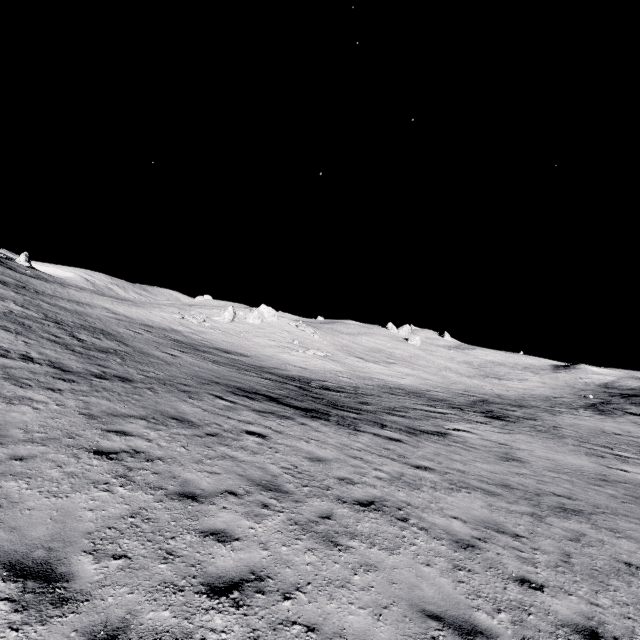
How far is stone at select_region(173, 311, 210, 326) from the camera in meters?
40.0 m

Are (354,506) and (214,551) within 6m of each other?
yes

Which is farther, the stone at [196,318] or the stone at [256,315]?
the stone at [256,315]

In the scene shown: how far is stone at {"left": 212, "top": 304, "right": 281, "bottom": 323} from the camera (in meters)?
45.59

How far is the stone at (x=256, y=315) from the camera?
45.6 meters

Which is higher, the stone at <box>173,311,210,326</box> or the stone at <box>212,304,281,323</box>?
the stone at <box>212,304,281,323</box>

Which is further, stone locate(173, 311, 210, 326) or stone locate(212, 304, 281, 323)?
stone locate(212, 304, 281, 323)
